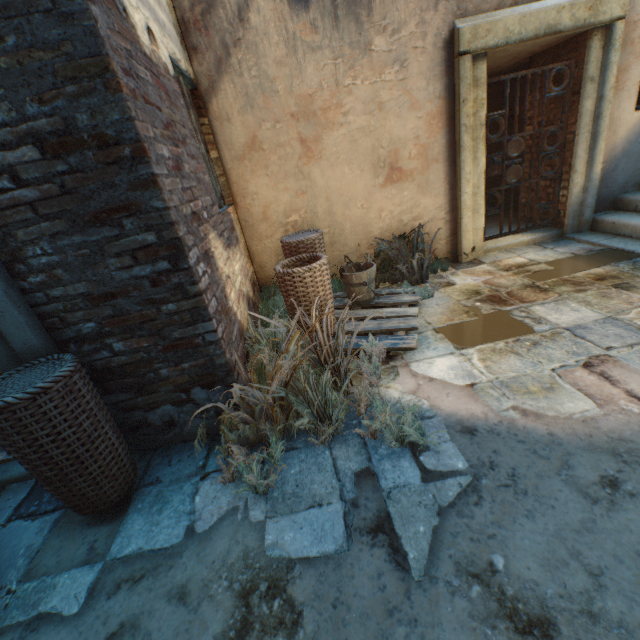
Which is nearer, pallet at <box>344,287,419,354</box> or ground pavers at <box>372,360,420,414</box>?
ground pavers at <box>372,360,420,414</box>

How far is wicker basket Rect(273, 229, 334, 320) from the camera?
3.0m

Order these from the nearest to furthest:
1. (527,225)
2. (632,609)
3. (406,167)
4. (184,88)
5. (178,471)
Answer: (632,609)
(178,471)
(184,88)
(406,167)
(527,225)

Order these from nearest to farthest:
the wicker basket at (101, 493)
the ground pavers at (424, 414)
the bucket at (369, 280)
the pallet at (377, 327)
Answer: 1. the wicker basket at (101, 493)
2. the ground pavers at (424, 414)
3. the pallet at (377, 327)
4. the bucket at (369, 280)

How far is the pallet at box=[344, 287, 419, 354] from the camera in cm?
300

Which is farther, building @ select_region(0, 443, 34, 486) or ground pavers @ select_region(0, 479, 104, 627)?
building @ select_region(0, 443, 34, 486)

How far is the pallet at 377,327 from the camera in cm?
300

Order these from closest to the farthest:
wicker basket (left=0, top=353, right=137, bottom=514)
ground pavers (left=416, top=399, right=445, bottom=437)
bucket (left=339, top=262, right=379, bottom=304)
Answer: wicker basket (left=0, top=353, right=137, bottom=514) → ground pavers (left=416, top=399, right=445, bottom=437) → bucket (left=339, top=262, right=379, bottom=304)
